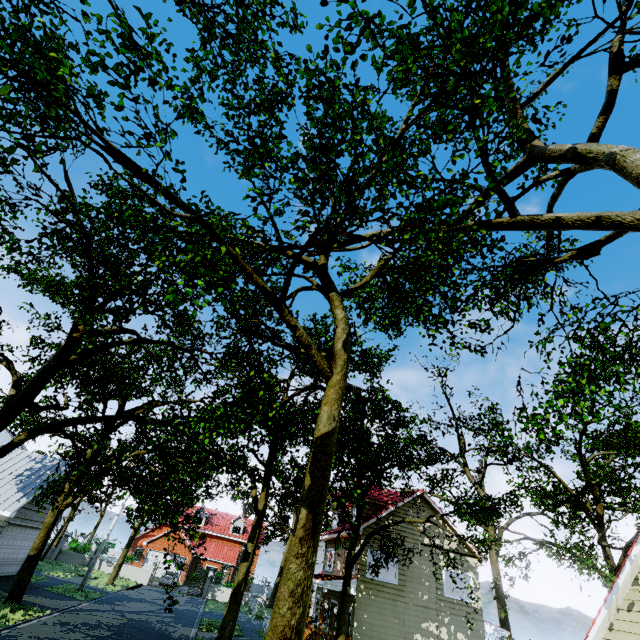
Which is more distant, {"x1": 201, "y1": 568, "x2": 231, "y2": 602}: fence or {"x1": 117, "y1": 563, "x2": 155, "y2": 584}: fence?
{"x1": 201, "y1": 568, "x2": 231, "y2": 602}: fence

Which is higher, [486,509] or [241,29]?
[241,29]

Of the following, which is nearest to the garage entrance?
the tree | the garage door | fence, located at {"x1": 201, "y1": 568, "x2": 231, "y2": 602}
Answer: the garage door

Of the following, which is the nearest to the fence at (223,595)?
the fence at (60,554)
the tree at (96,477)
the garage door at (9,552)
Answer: the tree at (96,477)

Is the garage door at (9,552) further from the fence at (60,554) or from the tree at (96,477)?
the fence at (60,554)

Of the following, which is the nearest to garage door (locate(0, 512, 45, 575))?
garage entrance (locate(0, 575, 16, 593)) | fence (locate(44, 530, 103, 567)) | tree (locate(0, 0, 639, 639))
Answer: garage entrance (locate(0, 575, 16, 593))

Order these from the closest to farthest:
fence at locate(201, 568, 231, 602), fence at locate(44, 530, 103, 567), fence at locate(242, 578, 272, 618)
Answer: fence at locate(242, 578, 272, 618), fence at locate(44, 530, 103, 567), fence at locate(201, 568, 231, 602)

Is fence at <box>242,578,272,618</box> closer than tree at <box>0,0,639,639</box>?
No
